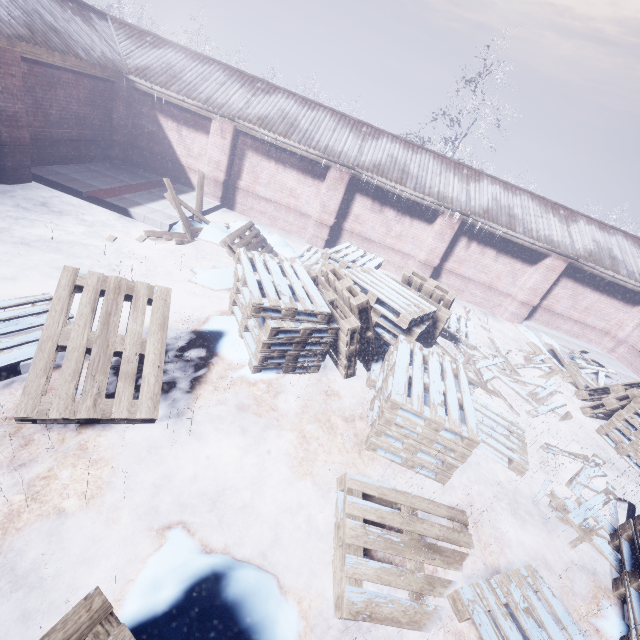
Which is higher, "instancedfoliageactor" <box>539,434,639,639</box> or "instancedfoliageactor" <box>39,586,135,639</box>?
"instancedfoliageactor" <box>39,586,135,639</box>

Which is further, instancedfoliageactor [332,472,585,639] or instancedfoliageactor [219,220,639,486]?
instancedfoliageactor [219,220,639,486]

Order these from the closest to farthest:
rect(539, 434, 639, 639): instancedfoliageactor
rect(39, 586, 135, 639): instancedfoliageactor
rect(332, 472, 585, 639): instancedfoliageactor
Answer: rect(39, 586, 135, 639): instancedfoliageactor → rect(332, 472, 585, 639): instancedfoliageactor → rect(539, 434, 639, 639): instancedfoliageactor

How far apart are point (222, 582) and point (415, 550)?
1.7m

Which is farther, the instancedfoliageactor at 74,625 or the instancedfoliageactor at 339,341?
the instancedfoliageactor at 339,341
